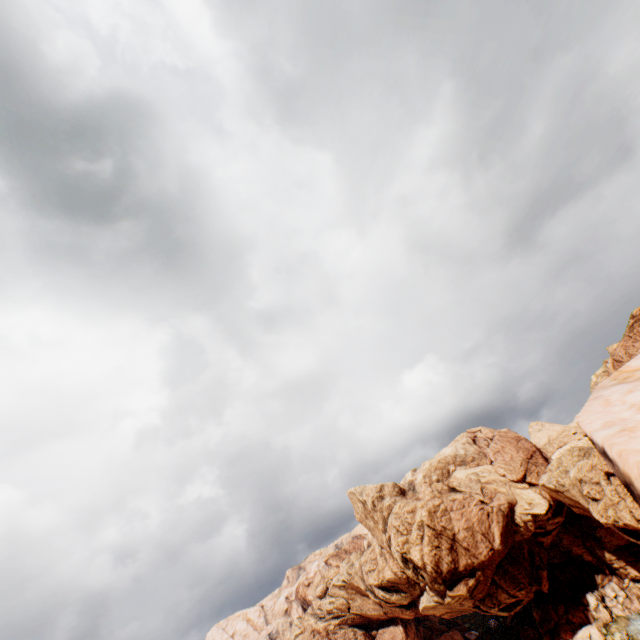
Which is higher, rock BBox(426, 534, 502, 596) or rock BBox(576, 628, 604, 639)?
rock BBox(426, 534, 502, 596)

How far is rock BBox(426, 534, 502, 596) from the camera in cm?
5891

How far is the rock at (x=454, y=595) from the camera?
58.9 meters

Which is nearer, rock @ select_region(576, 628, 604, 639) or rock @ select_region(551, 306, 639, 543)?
rock @ select_region(551, 306, 639, 543)

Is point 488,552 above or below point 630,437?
below

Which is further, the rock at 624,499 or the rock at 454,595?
the rock at 454,595
